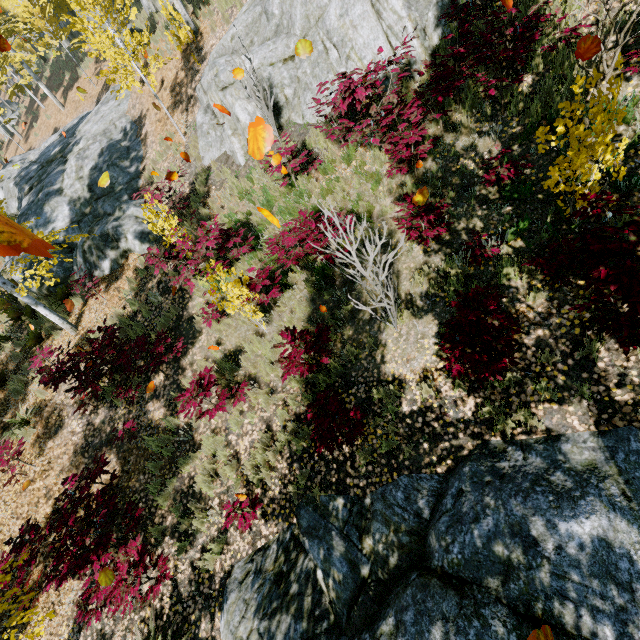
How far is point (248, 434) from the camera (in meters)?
6.36

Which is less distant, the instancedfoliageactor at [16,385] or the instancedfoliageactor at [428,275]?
the instancedfoliageactor at [428,275]

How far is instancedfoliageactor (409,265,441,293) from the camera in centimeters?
537cm

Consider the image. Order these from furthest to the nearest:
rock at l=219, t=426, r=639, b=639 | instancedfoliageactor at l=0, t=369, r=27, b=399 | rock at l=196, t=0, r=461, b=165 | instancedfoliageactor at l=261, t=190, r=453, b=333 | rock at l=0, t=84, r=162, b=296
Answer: rock at l=0, t=84, r=162, b=296 → instancedfoliageactor at l=0, t=369, r=27, b=399 → rock at l=196, t=0, r=461, b=165 → instancedfoliageactor at l=261, t=190, r=453, b=333 → rock at l=219, t=426, r=639, b=639

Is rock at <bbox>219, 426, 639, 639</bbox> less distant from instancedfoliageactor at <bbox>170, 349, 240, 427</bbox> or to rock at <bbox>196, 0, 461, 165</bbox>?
instancedfoliageactor at <bbox>170, 349, 240, 427</bbox>

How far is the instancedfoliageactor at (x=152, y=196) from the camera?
4.87m
